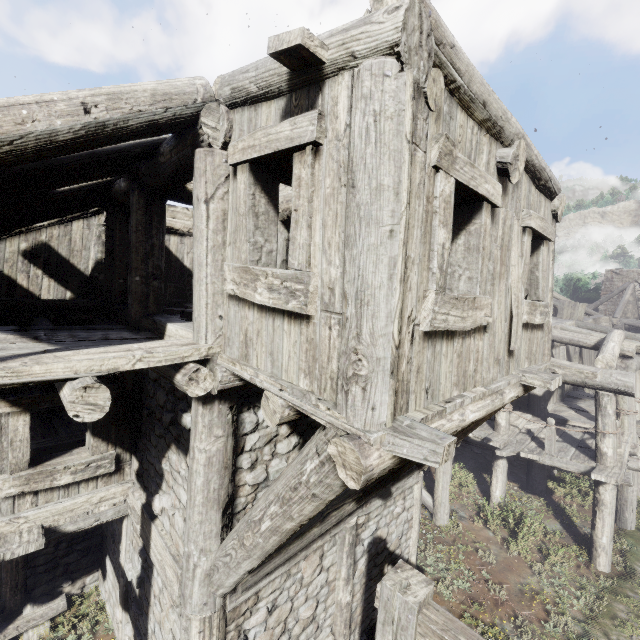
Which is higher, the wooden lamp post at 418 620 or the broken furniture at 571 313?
the broken furniture at 571 313

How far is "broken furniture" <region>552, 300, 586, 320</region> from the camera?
15.0m

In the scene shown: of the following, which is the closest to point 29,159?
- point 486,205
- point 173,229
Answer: point 486,205

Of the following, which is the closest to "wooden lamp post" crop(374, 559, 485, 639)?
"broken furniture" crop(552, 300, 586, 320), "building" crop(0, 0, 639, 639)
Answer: "building" crop(0, 0, 639, 639)

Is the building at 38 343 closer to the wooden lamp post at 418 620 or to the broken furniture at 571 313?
the broken furniture at 571 313

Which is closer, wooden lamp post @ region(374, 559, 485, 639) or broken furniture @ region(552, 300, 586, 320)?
wooden lamp post @ region(374, 559, 485, 639)

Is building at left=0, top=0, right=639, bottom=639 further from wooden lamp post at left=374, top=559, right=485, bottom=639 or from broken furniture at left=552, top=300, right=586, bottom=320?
wooden lamp post at left=374, top=559, right=485, bottom=639
